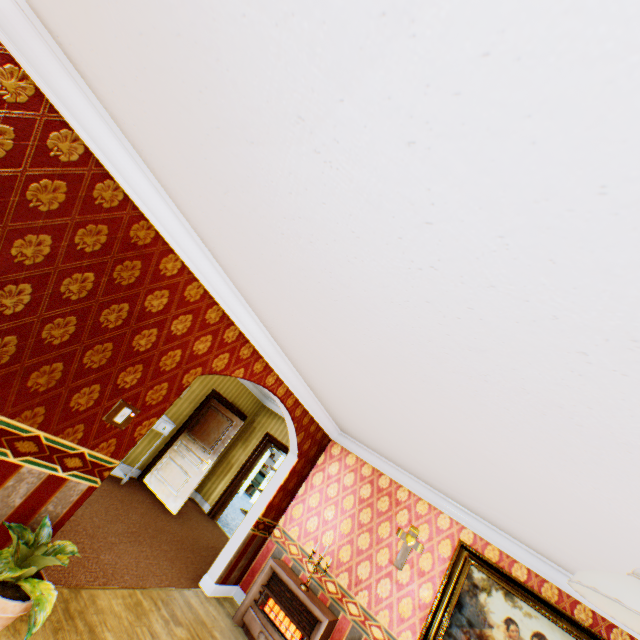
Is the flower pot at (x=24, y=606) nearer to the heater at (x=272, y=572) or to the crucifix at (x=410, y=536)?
the heater at (x=272, y=572)

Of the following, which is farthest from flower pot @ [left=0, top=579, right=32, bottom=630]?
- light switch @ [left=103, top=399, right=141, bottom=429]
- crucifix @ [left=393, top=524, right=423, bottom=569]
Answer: crucifix @ [left=393, top=524, right=423, bottom=569]

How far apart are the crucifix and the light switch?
4.4 meters

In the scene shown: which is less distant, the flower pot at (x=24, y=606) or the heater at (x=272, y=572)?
the flower pot at (x=24, y=606)

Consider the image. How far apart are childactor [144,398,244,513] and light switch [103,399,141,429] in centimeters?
466cm

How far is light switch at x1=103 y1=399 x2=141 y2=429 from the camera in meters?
2.9 m

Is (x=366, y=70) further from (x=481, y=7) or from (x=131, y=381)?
(x=131, y=381)

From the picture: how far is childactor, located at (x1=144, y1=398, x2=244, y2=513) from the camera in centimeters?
695cm
